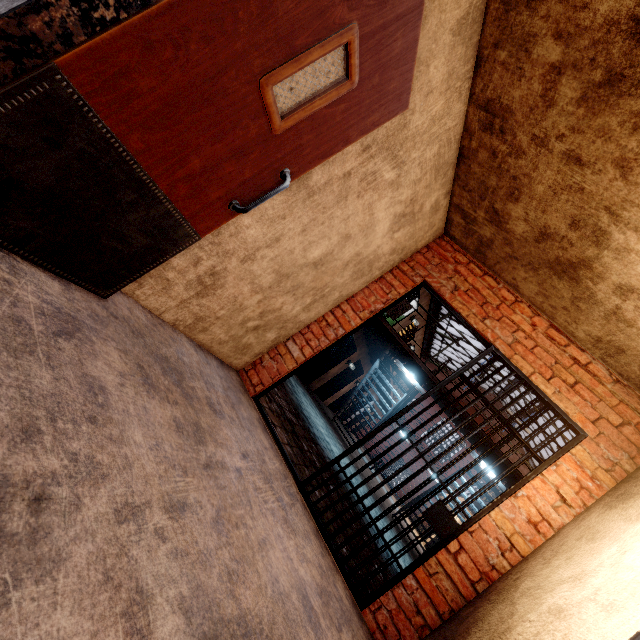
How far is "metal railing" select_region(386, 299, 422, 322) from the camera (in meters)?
8.66

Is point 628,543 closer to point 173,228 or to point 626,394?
point 626,394

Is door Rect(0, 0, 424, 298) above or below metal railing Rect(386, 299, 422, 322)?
below

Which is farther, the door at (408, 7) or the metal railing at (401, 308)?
the metal railing at (401, 308)

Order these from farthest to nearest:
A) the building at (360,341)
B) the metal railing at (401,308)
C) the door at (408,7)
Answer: the building at (360,341)
the metal railing at (401,308)
the door at (408,7)

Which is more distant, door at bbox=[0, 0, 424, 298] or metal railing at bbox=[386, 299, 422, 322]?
metal railing at bbox=[386, 299, 422, 322]

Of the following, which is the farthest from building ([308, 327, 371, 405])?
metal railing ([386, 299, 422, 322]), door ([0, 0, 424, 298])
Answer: door ([0, 0, 424, 298])

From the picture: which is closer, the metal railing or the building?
the metal railing
